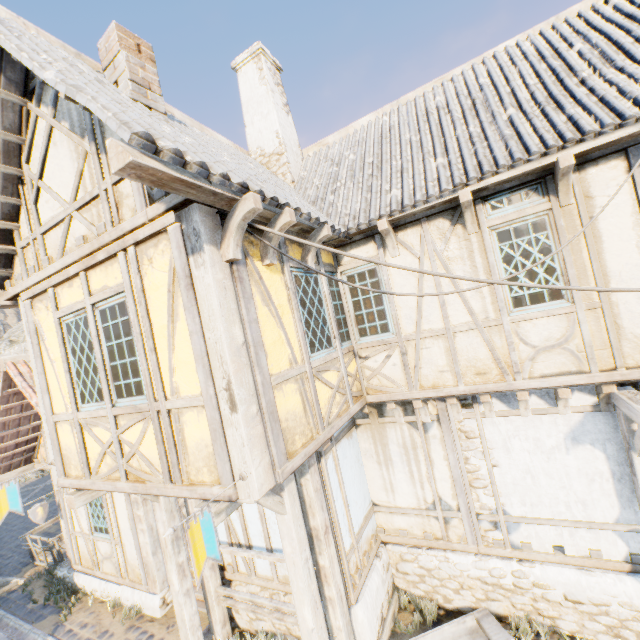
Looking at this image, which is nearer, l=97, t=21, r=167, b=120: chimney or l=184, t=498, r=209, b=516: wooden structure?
l=184, t=498, r=209, b=516: wooden structure

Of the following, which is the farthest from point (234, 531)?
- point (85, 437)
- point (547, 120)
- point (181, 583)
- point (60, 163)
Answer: point (547, 120)

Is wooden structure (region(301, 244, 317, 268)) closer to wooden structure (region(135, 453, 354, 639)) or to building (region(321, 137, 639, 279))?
building (region(321, 137, 639, 279))

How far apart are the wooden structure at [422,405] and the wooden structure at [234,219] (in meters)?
3.92

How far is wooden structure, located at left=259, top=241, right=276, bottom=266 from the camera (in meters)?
3.87

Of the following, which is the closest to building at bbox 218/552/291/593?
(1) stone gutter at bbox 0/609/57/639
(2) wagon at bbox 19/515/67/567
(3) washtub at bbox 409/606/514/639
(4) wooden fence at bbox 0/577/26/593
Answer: (3) washtub at bbox 409/606/514/639

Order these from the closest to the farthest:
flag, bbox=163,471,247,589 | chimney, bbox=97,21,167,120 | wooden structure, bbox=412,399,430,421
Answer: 1. flag, bbox=163,471,247,589
2. chimney, bbox=97,21,167,120
3. wooden structure, bbox=412,399,430,421

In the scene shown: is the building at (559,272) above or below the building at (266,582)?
above
